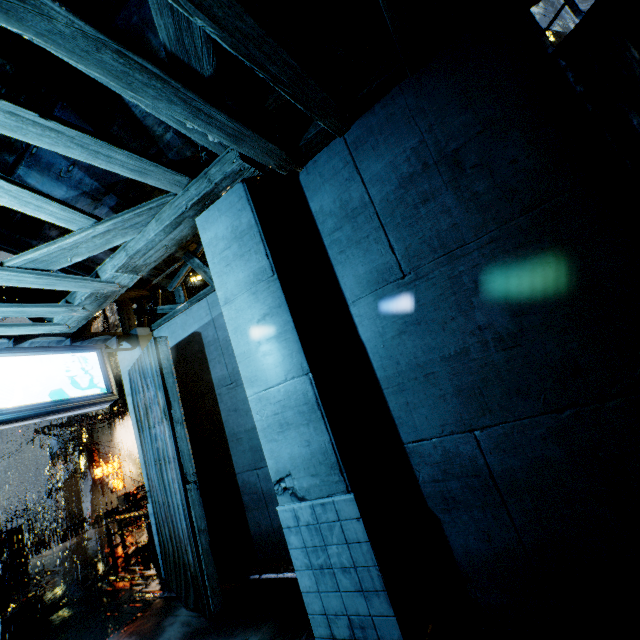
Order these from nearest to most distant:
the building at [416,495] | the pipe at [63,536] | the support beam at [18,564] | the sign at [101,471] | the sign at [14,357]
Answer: the building at [416,495], the sign at [14,357], the support beam at [18,564], the sign at [101,471], the pipe at [63,536]

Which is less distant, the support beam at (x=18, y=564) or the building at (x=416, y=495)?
the building at (x=416, y=495)

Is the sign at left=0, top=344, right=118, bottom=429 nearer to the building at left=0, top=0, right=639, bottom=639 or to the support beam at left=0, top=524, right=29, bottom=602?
the building at left=0, top=0, right=639, bottom=639

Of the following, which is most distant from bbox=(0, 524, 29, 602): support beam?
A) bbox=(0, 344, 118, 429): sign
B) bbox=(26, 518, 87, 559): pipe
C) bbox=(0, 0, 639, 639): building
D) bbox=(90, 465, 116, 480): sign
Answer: bbox=(26, 518, 87, 559): pipe

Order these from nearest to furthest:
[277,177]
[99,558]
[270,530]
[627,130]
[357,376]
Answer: →
[627,130]
[357,376]
[277,177]
[270,530]
[99,558]

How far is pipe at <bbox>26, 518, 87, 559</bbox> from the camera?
24.6m

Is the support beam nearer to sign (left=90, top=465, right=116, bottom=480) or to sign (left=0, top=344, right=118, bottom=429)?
sign (left=90, top=465, right=116, bottom=480)

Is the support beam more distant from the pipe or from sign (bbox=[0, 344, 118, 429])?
the pipe
